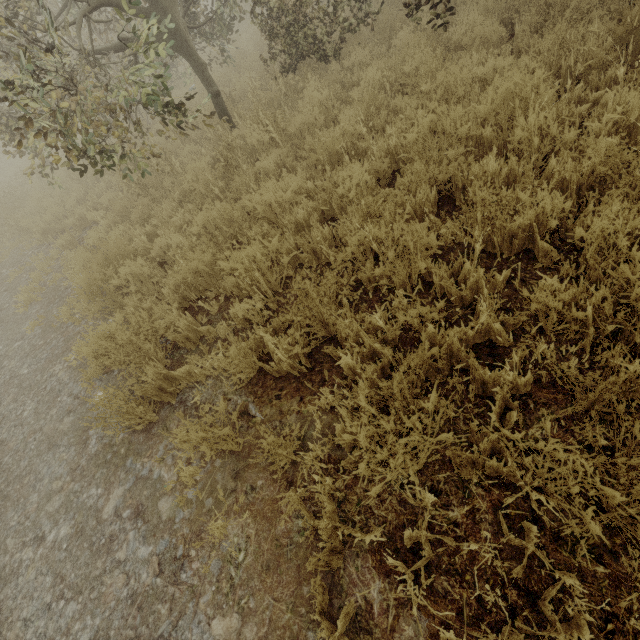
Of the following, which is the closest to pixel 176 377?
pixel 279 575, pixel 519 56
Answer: pixel 279 575

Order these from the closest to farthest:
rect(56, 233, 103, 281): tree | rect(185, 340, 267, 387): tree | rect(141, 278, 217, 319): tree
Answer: rect(185, 340, 267, 387): tree, rect(141, 278, 217, 319): tree, rect(56, 233, 103, 281): tree

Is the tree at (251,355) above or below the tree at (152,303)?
above

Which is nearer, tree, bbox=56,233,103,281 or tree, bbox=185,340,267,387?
tree, bbox=185,340,267,387

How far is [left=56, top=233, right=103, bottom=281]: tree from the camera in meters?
4.7
